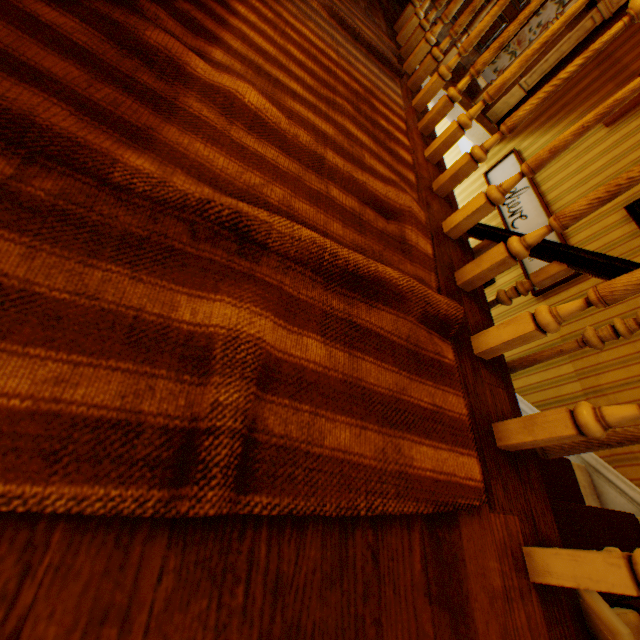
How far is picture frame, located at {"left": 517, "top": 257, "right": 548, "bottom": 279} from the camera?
3.13m

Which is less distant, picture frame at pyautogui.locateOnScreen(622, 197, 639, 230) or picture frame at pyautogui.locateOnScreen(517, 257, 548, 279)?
picture frame at pyautogui.locateOnScreen(622, 197, 639, 230)

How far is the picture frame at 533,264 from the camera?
3.13m

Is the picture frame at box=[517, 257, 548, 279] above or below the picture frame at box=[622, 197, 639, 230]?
below

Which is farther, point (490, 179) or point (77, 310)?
point (490, 179)

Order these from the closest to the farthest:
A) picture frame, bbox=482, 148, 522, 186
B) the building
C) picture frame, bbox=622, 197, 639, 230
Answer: the building < picture frame, bbox=622, 197, 639, 230 < picture frame, bbox=482, 148, 522, 186

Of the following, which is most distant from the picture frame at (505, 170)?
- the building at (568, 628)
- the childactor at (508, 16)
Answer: the childactor at (508, 16)

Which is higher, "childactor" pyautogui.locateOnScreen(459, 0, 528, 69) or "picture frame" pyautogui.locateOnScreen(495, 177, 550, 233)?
"childactor" pyautogui.locateOnScreen(459, 0, 528, 69)
